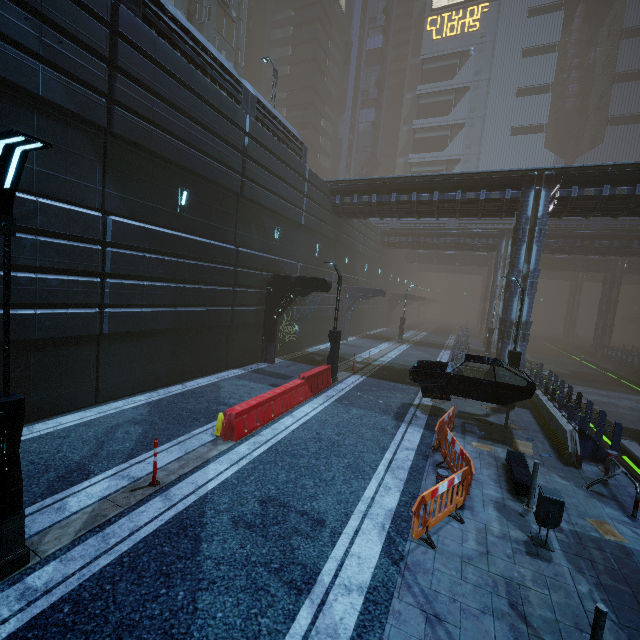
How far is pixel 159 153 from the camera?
10.80m

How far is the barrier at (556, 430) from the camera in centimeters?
922cm

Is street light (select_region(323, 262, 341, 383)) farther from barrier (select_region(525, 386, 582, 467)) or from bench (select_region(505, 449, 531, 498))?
barrier (select_region(525, 386, 582, 467))

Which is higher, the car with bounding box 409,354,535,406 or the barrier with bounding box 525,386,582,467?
the car with bounding box 409,354,535,406

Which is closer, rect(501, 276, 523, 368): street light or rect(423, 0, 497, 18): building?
rect(501, 276, 523, 368): street light

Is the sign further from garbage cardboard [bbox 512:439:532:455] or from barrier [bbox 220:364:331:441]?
garbage cardboard [bbox 512:439:532:455]

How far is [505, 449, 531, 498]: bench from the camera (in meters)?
7.27

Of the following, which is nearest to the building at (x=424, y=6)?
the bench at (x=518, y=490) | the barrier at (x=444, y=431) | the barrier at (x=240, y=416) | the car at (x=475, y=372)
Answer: the car at (x=475, y=372)
